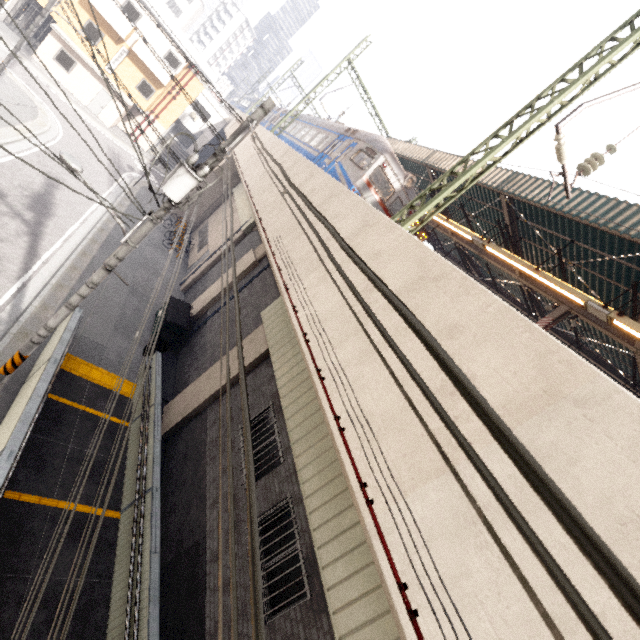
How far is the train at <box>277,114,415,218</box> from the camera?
12.4 meters

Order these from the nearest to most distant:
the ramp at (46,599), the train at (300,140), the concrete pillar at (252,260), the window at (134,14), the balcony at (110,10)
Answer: the ramp at (46,599), the train at (300,140), the concrete pillar at (252,260), the balcony at (110,10), the window at (134,14)

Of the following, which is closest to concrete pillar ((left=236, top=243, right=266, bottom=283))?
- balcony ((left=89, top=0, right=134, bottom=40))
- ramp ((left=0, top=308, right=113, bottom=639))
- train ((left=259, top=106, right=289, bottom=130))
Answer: train ((left=259, top=106, right=289, bottom=130))

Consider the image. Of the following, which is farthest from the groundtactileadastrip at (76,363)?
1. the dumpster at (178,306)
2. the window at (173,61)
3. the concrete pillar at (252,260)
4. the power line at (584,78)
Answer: the window at (173,61)

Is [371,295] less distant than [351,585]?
No

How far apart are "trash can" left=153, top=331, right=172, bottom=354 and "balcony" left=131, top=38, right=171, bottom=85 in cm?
2470

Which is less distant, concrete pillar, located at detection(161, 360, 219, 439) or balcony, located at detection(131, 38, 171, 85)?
concrete pillar, located at detection(161, 360, 219, 439)
